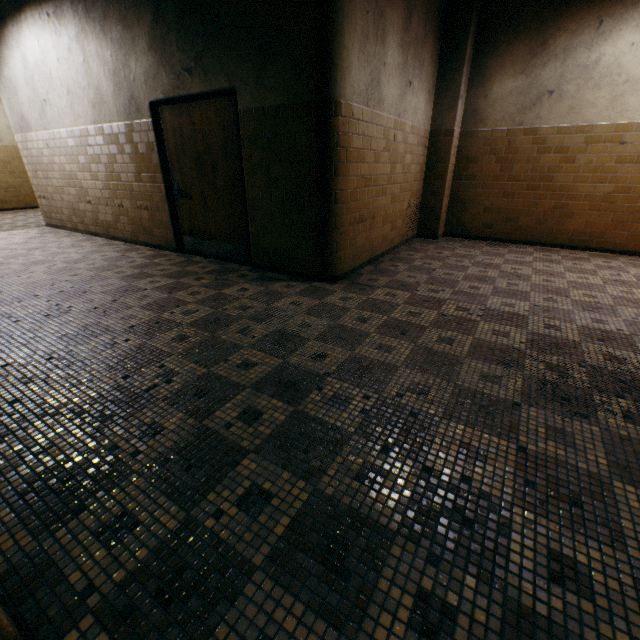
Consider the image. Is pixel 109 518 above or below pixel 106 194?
below

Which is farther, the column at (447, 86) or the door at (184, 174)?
the column at (447, 86)

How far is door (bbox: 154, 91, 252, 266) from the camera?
4.2m

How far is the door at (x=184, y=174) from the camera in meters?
4.2

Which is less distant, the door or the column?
the door
